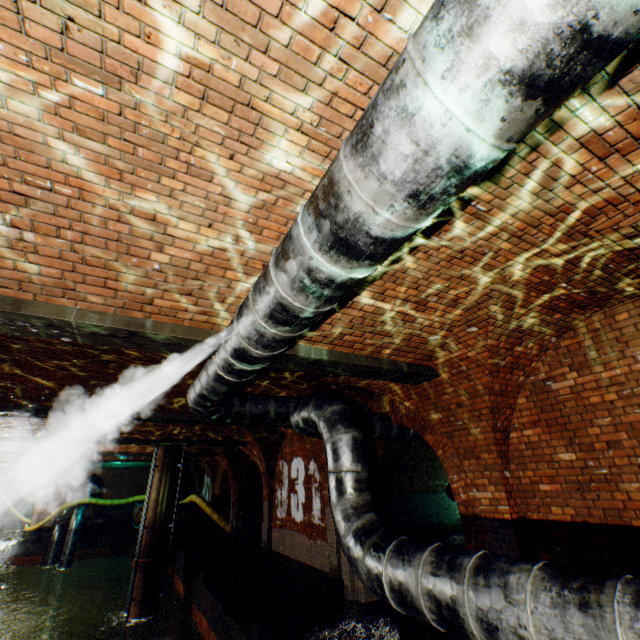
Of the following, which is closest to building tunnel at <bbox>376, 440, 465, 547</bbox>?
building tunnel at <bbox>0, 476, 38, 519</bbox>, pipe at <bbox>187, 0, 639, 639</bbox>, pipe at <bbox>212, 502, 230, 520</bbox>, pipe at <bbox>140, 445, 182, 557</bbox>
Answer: pipe at <bbox>187, 0, 639, 639</bbox>

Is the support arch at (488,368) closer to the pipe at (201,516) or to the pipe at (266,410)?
the pipe at (266,410)

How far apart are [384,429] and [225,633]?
6.54m

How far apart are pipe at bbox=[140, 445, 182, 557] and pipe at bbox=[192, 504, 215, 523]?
5.6m

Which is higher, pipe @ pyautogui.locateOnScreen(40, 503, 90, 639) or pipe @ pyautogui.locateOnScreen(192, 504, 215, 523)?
pipe @ pyautogui.locateOnScreen(192, 504, 215, 523)

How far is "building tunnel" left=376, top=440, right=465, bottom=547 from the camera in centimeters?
1472cm

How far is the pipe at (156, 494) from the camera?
12.2m
